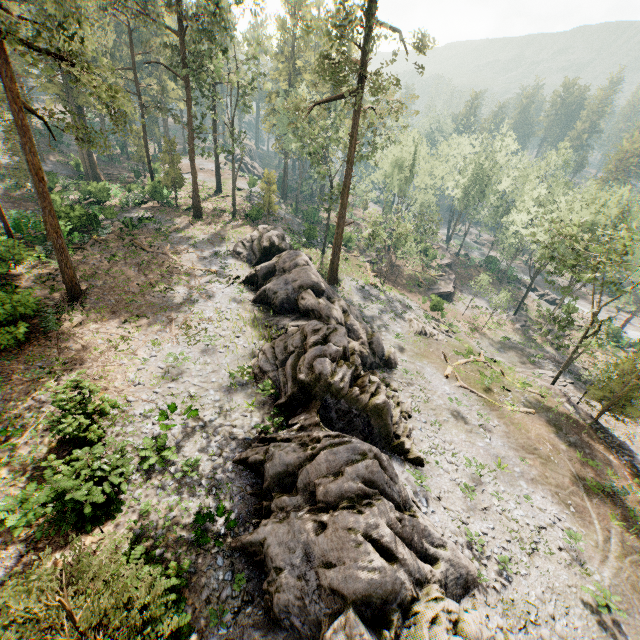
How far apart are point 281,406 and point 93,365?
10.26m

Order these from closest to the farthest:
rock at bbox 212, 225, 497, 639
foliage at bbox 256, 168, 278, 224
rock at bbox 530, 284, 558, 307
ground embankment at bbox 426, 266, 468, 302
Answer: rock at bbox 212, 225, 497, 639 < foliage at bbox 256, 168, 278, 224 < ground embankment at bbox 426, 266, 468, 302 < rock at bbox 530, 284, 558, 307

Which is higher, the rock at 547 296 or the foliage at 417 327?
the foliage at 417 327

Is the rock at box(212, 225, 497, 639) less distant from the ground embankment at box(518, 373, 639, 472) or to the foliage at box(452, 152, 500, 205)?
the foliage at box(452, 152, 500, 205)

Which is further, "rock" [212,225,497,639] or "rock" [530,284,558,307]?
"rock" [530,284,558,307]

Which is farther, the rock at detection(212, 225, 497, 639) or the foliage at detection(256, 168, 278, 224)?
the foliage at detection(256, 168, 278, 224)

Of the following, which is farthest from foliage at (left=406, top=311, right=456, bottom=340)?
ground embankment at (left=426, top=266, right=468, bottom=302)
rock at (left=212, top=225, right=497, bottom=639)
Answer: ground embankment at (left=426, top=266, right=468, bottom=302)

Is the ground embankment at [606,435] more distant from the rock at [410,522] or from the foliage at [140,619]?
the rock at [410,522]
